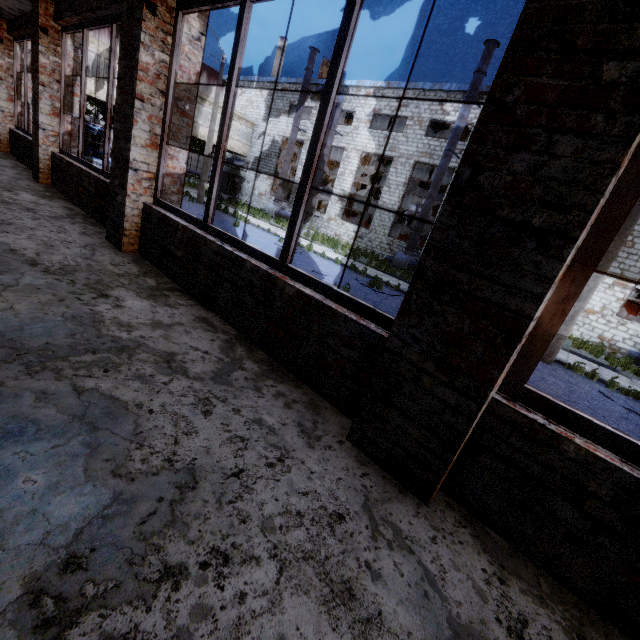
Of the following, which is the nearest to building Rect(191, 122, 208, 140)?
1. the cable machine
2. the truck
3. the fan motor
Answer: the truck

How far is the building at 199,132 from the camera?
27.11m

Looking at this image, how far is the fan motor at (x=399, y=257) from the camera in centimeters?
2084cm

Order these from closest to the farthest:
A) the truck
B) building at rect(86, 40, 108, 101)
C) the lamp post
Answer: the lamp post, building at rect(86, 40, 108, 101), the truck

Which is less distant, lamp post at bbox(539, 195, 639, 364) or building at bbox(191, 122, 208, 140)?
lamp post at bbox(539, 195, 639, 364)

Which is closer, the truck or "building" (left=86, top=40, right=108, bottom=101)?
"building" (left=86, top=40, right=108, bottom=101)

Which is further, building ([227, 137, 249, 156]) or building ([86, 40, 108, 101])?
building ([227, 137, 249, 156])

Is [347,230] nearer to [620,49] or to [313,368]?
[313,368]
